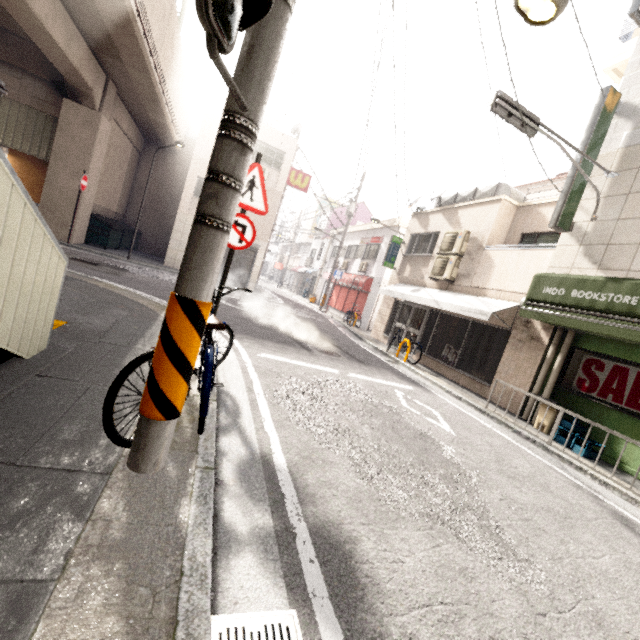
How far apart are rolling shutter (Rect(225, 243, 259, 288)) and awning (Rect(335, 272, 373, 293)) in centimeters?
582cm

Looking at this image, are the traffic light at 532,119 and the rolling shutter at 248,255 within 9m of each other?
no

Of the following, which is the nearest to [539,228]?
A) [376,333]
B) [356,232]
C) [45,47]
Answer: [376,333]

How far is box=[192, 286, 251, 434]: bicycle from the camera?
2.4m

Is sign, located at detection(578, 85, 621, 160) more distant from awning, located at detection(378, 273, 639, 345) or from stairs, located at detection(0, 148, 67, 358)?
stairs, located at detection(0, 148, 67, 358)

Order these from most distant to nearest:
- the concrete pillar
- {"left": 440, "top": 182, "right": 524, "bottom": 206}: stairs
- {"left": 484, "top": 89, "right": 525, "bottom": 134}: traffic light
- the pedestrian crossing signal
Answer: {"left": 440, "top": 182, "right": 524, "bottom": 206}: stairs
the concrete pillar
{"left": 484, "top": 89, "right": 525, "bottom": 134}: traffic light
the pedestrian crossing signal

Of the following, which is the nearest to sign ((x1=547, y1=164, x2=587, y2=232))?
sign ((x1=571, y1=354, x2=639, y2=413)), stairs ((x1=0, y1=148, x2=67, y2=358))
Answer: sign ((x1=571, y1=354, x2=639, y2=413))

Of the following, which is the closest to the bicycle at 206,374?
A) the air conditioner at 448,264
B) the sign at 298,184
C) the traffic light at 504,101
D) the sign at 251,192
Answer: the sign at 251,192
